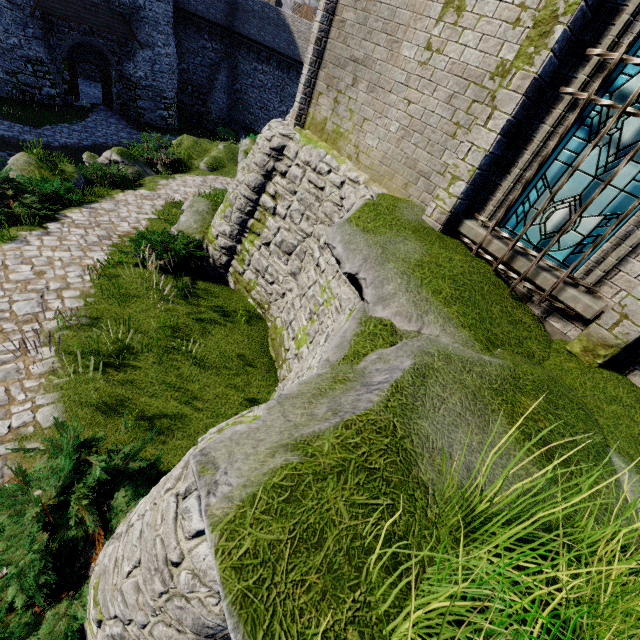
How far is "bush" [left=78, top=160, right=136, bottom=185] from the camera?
12.9m

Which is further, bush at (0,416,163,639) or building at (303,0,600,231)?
building at (303,0,600,231)

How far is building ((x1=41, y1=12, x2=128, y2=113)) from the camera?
21.56m

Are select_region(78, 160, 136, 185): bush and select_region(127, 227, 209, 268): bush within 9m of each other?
yes

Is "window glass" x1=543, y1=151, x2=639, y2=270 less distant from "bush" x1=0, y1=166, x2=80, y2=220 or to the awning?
"bush" x1=0, y1=166, x2=80, y2=220

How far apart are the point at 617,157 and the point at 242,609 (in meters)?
5.96

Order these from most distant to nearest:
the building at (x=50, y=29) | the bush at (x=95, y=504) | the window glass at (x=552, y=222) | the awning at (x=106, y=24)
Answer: the building at (x=50, y=29), the awning at (x=106, y=24), the window glass at (x=552, y=222), the bush at (x=95, y=504)

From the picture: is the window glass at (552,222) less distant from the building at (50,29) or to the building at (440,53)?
the building at (440,53)
